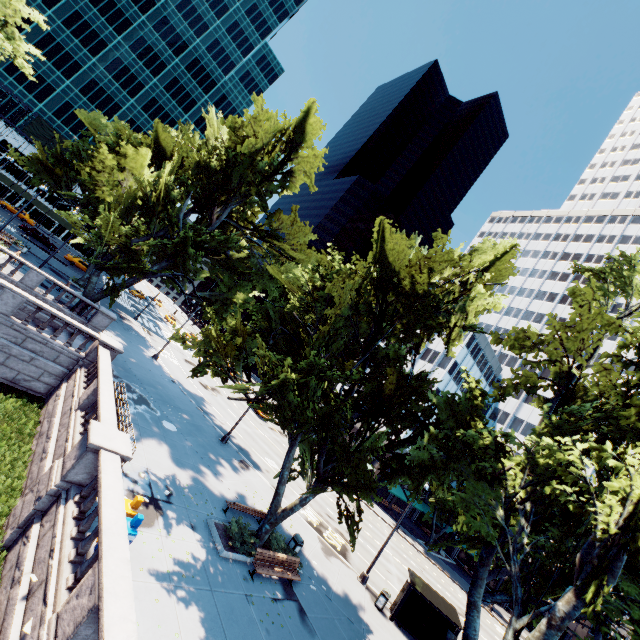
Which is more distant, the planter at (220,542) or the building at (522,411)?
Answer: the building at (522,411)

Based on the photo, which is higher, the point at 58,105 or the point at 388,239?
the point at 58,105

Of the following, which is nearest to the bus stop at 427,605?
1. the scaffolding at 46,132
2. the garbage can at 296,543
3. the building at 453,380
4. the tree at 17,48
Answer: the building at 453,380

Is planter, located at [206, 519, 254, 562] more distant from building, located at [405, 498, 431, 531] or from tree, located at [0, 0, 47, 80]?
building, located at [405, 498, 431, 531]

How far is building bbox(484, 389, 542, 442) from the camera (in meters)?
54.59

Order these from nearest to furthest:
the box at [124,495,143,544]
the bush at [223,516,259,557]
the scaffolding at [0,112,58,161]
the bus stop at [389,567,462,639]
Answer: the box at [124,495,143,544]
the bush at [223,516,259,557]
the bus stop at [389,567,462,639]
the scaffolding at [0,112,58,161]

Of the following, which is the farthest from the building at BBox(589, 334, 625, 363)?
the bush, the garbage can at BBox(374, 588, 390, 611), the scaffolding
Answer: the scaffolding
